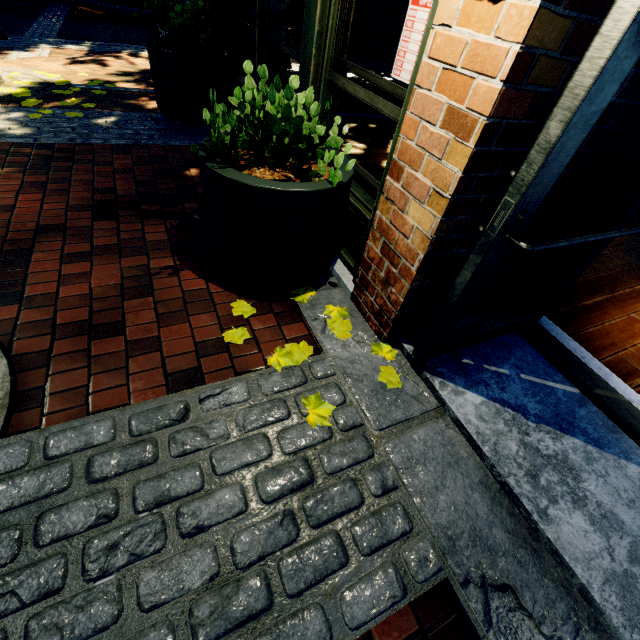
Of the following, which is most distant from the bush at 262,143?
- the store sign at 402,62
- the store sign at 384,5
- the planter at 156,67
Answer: the store sign at 384,5

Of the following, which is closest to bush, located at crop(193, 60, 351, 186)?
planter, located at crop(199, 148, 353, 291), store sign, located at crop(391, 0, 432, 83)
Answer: planter, located at crop(199, 148, 353, 291)

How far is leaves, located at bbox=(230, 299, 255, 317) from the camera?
2.26m

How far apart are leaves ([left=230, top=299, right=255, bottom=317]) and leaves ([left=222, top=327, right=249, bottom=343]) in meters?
0.2

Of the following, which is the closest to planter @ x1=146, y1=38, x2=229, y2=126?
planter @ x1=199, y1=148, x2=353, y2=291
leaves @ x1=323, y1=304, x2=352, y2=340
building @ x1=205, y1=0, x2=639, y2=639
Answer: building @ x1=205, y1=0, x2=639, y2=639

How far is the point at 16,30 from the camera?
7.9m

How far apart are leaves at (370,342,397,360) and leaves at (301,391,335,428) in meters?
0.4 m

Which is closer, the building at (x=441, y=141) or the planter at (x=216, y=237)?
the building at (x=441, y=141)
